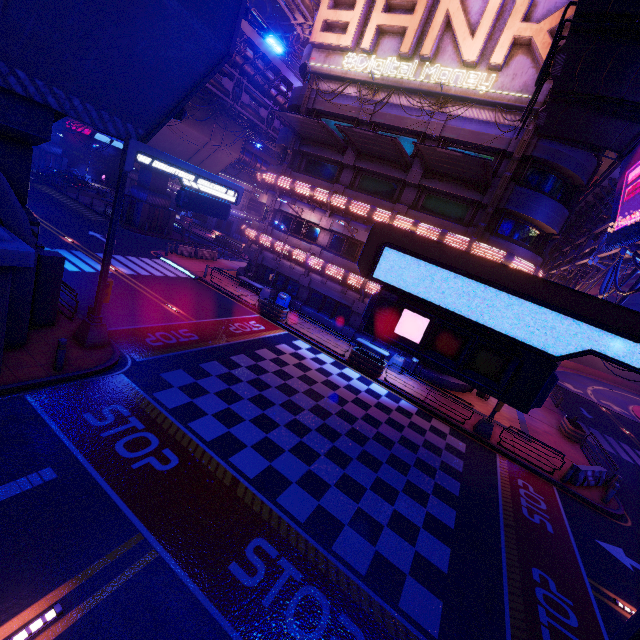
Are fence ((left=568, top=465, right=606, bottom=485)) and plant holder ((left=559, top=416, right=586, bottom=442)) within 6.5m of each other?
yes

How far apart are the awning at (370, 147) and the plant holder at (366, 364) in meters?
11.8

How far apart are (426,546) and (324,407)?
6.3m

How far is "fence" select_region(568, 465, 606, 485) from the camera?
15.41m

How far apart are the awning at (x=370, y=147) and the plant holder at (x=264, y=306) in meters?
11.5

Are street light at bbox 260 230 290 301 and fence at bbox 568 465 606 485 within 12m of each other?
no

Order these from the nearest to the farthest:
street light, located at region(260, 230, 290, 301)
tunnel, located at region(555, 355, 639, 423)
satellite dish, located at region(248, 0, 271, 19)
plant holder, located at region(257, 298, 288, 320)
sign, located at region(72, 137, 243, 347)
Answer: sign, located at region(72, 137, 243, 347) < plant holder, located at region(257, 298, 288, 320) < street light, located at region(260, 230, 290, 301) < tunnel, located at region(555, 355, 639, 423) < satellite dish, located at region(248, 0, 271, 19)

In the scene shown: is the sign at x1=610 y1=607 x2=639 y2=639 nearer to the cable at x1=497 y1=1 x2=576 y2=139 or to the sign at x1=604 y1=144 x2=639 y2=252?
the sign at x1=604 y1=144 x2=639 y2=252
